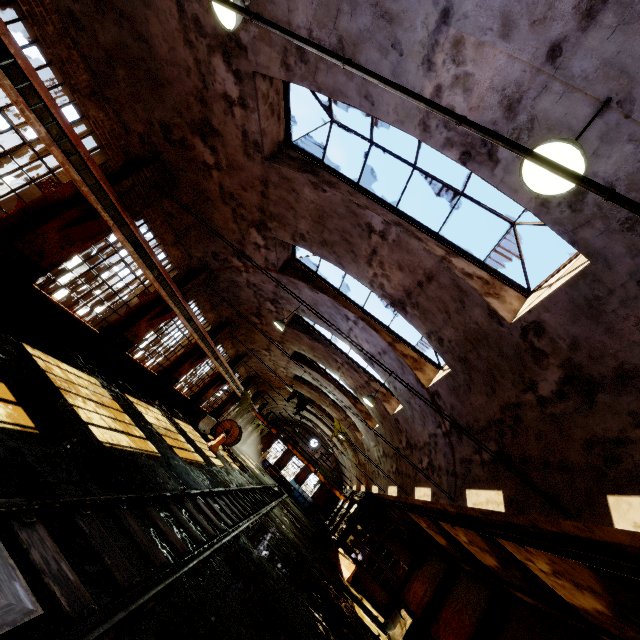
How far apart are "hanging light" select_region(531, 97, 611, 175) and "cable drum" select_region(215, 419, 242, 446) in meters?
25.2 m

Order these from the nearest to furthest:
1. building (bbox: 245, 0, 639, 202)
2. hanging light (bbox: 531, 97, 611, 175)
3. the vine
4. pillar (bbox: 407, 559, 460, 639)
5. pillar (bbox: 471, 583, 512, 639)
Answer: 1. hanging light (bbox: 531, 97, 611, 175)
2. building (bbox: 245, 0, 639, 202)
3. pillar (bbox: 471, 583, 512, 639)
4. pillar (bbox: 407, 559, 460, 639)
5. the vine

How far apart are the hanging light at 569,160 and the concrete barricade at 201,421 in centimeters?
2050cm

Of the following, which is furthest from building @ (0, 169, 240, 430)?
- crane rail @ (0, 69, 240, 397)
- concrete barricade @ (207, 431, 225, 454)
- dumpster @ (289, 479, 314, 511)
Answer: dumpster @ (289, 479, 314, 511)

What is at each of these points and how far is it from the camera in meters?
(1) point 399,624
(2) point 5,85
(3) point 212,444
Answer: (1) concrete barricade, 15.7
(2) crane rail, 5.5
(3) concrete barricade, 18.1

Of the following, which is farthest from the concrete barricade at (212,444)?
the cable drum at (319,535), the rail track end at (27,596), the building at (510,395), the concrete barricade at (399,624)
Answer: the rail track end at (27,596)

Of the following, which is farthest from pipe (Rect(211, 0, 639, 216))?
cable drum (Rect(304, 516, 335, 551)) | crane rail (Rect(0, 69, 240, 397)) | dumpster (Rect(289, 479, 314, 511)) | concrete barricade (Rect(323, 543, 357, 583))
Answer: dumpster (Rect(289, 479, 314, 511))

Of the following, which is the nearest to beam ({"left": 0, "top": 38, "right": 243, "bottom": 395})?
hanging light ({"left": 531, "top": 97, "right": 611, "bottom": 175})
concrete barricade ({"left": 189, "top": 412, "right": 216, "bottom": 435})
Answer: concrete barricade ({"left": 189, "top": 412, "right": 216, "bottom": 435})
